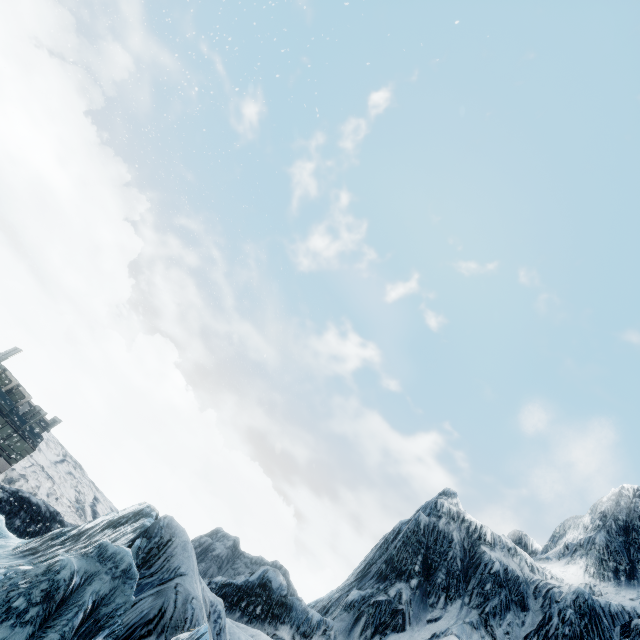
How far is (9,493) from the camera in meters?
18.5 m
